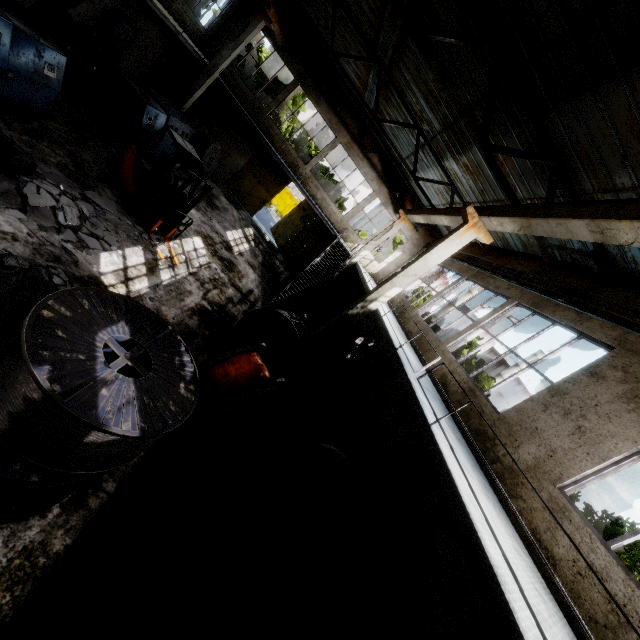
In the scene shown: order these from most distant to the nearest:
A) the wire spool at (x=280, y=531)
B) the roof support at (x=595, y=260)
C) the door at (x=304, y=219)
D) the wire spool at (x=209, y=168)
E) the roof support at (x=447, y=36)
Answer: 1. the door at (x=304, y=219)
2. the wire spool at (x=209, y=168)
3. the roof support at (x=595, y=260)
4. the roof support at (x=447, y=36)
5. the wire spool at (x=280, y=531)

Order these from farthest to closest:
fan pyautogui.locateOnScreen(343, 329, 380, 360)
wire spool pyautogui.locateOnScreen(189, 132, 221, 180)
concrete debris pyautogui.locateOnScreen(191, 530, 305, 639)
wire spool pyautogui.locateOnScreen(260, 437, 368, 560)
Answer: wire spool pyautogui.locateOnScreen(189, 132, 221, 180) → fan pyautogui.locateOnScreen(343, 329, 380, 360) → wire spool pyautogui.locateOnScreen(260, 437, 368, 560) → concrete debris pyautogui.locateOnScreen(191, 530, 305, 639)

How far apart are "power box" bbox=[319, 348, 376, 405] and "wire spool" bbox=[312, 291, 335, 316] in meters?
8.0

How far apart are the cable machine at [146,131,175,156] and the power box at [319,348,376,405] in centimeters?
1173cm

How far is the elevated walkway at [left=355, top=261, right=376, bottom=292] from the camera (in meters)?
13.46

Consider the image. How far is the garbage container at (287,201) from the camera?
34.8m

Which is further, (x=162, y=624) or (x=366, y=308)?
(x=366, y=308)

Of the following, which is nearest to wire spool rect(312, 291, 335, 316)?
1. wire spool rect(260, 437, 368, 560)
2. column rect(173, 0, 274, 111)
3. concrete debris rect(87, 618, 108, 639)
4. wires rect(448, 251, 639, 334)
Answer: wires rect(448, 251, 639, 334)
